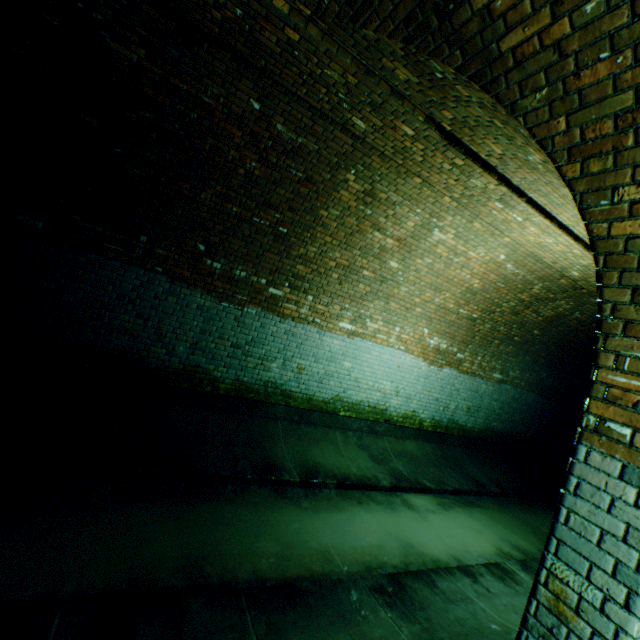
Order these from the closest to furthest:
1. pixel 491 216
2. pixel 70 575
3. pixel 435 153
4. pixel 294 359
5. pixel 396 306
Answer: pixel 70 575 → pixel 435 153 → pixel 491 216 → pixel 294 359 → pixel 396 306

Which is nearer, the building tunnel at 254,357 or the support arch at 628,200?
the support arch at 628,200

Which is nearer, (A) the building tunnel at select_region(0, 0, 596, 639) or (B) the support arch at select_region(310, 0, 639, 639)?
(B) the support arch at select_region(310, 0, 639, 639)
